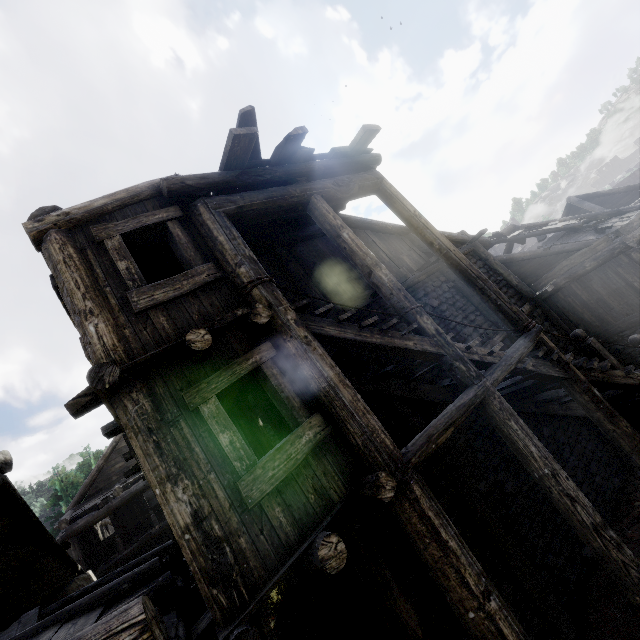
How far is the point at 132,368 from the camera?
3.7 meters

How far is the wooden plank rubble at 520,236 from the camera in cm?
1292

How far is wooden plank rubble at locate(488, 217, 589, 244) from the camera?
12.92m

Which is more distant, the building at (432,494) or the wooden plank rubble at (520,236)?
the wooden plank rubble at (520,236)

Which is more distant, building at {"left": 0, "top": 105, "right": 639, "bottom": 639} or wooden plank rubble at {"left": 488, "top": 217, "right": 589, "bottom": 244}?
Result: wooden plank rubble at {"left": 488, "top": 217, "right": 589, "bottom": 244}
